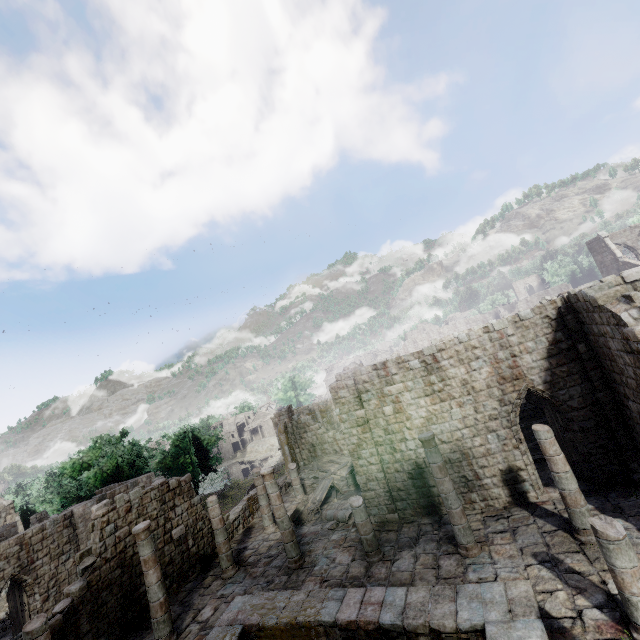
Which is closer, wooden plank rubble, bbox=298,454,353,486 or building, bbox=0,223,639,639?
building, bbox=0,223,639,639

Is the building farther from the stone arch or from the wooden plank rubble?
the stone arch

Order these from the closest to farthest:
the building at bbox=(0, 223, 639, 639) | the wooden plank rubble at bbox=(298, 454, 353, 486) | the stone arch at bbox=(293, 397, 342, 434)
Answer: the building at bbox=(0, 223, 639, 639) < the wooden plank rubble at bbox=(298, 454, 353, 486) < the stone arch at bbox=(293, 397, 342, 434)

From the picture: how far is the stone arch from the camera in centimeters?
3572cm

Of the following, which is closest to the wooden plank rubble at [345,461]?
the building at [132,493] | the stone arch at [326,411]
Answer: the building at [132,493]

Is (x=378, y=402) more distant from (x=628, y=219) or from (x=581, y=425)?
(x=628, y=219)

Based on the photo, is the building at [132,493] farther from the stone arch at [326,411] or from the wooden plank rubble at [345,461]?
the stone arch at [326,411]

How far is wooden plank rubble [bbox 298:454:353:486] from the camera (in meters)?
22.61
